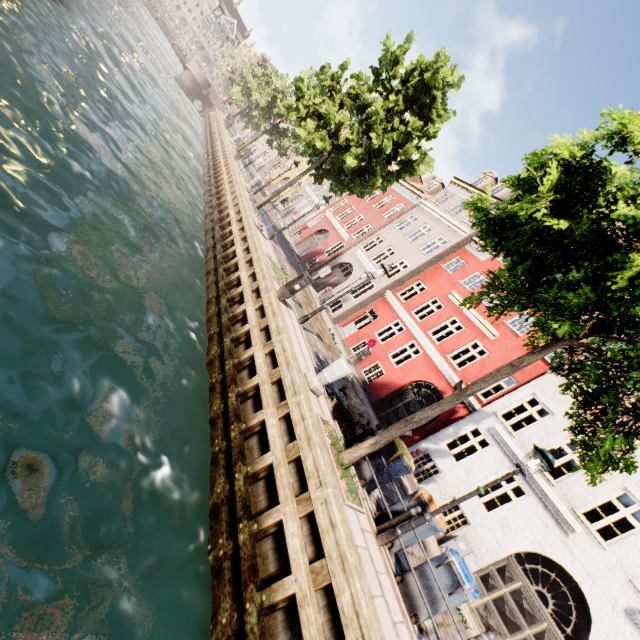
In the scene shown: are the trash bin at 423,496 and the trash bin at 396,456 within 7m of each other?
yes

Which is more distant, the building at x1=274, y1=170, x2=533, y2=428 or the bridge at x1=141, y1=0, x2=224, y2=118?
the bridge at x1=141, y1=0, x2=224, y2=118

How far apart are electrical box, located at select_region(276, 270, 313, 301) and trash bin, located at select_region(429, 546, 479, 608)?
7.6m

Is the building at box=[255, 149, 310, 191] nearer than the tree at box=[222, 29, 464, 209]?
No

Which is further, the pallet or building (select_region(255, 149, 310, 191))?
building (select_region(255, 149, 310, 191))

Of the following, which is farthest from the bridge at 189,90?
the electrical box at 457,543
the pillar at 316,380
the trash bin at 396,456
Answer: the electrical box at 457,543

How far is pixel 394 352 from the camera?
18.94m

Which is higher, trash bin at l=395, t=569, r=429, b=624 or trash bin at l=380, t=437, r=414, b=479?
trash bin at l=380, t=437, r=414, b=479
